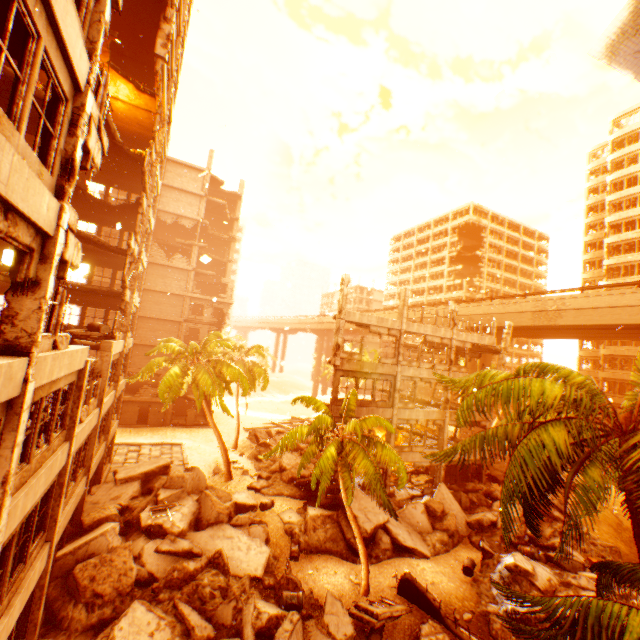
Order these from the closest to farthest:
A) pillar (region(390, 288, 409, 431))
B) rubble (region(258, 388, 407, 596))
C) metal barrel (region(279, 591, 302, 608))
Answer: metal barrel (region(279, 591, 302, 608)) → rubble (region(258, 388, 407, 596)) → pillar (region(390, 288, 409, 431))

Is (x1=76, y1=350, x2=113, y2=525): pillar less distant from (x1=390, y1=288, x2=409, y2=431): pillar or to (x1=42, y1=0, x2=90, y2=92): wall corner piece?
(x1=42, y1=0, x2=90, y2=92): wall corner piece

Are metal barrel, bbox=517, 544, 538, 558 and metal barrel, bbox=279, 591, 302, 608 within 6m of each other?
no

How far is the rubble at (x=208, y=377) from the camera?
22.6 meters

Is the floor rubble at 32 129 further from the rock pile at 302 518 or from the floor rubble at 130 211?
the rock pile at 302 518

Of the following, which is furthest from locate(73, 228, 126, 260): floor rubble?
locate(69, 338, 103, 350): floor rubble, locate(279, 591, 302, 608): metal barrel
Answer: locate(279, 591, 302, 608): metal barrel

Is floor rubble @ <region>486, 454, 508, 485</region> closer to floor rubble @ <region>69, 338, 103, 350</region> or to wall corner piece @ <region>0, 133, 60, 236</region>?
wall corner piece @ <region>0, 133, 60, 236</region>

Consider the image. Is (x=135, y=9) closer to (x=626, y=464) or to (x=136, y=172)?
(x=136, y=172)
